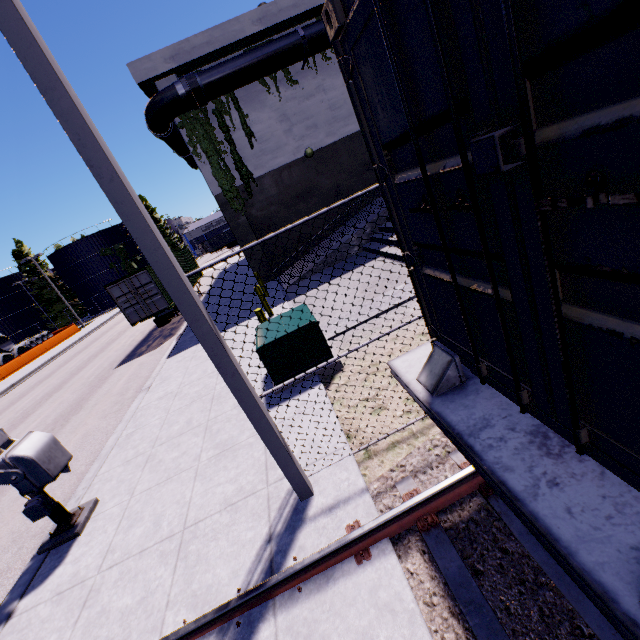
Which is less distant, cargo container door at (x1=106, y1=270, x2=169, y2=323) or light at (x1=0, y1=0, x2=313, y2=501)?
light at (x1=0, y1=0, x2=313, y2=501)

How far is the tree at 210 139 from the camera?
14.4m

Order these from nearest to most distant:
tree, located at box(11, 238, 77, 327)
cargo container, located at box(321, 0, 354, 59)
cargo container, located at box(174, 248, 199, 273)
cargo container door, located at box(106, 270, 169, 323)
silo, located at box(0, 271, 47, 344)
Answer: cargo container, located at box(321, 0, 354, 59), cargo container door, located at box(106, 270, 169, 323), cargo container, located at box(174, 248, 199, 273), tree, located at box(11, 238, 77, 327), silo, located at box(0, 271, 47, 344)

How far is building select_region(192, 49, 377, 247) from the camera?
Answer: 15.2m

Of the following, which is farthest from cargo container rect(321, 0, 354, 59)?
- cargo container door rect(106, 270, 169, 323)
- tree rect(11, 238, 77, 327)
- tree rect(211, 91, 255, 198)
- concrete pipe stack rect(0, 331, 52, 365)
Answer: tree rect(11, 238, 77, 327)

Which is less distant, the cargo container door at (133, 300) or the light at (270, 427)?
the light at (270, 427)

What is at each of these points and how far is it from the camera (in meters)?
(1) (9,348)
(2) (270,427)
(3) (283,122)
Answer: (1) concrete pipe stack, 33.34
(2) light, 3.55
(3) building, 15.66

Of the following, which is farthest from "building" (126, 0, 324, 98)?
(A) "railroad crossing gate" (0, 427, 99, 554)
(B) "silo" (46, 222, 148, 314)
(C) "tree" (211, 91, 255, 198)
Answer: (A) "railroad crossing gate" (0, 427, 99, 554)
